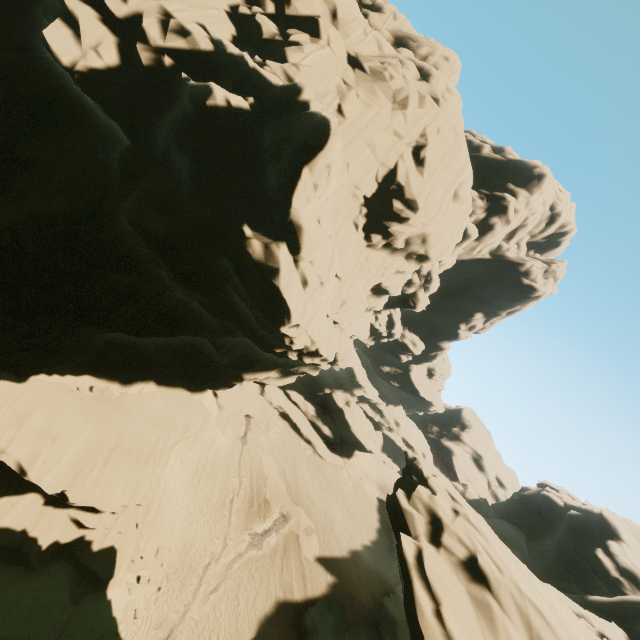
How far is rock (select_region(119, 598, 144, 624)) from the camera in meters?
16.8 m

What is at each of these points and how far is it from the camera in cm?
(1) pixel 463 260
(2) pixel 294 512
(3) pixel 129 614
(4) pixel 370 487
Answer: (1) rock, 4241
(2) rock, 2995
(3) rock, 1719
(4) rock, 4097

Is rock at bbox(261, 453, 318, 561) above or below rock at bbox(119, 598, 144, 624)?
above

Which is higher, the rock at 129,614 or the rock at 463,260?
the rock at 463,260

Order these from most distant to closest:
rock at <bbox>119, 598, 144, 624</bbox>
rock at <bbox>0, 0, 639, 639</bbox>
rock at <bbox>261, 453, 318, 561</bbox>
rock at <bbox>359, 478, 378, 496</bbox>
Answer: rock at <bbox>359, 478, 378, 496</bbox> < rock at <bbox>261, 453, 318, 561</bbox> < rock at <bbox>119, 598, 144, 624</bbox> < rock at <bbox>0, 0, 639, 639</bbox>
